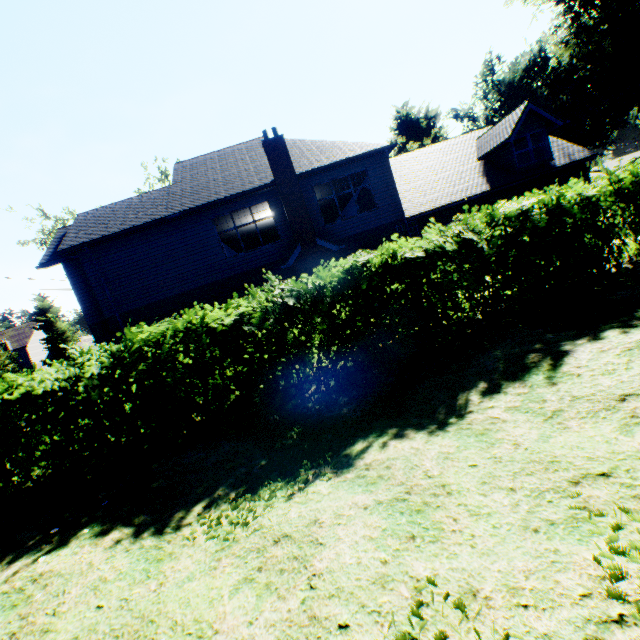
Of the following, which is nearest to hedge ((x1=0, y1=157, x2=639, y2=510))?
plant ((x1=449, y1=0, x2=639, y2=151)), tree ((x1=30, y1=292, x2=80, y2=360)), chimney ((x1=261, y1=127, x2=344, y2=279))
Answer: tree ((x1=30, y1=292, x2=80, y2=360))

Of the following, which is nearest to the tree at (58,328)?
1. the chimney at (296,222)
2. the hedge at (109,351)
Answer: the hedge at (109,351)

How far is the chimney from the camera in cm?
1451

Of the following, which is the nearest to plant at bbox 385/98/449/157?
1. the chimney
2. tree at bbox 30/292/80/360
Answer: tree at bbox 30/292/80/360

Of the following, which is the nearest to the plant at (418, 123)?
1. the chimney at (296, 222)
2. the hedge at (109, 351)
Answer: the hedge at (109, 351)

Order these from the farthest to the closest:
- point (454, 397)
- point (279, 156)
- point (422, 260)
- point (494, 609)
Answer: point (279, 156) < point (422, 260) < point (454, 397) < point (494, 609)

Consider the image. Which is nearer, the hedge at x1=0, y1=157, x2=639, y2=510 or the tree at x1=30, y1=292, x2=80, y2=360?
the hedge at x1=0, y1=157, x2=639, y2=510

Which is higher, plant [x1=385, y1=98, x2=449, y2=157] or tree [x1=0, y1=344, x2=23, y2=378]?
plant [x1=385, y1=98, x2=449, y2=157]
